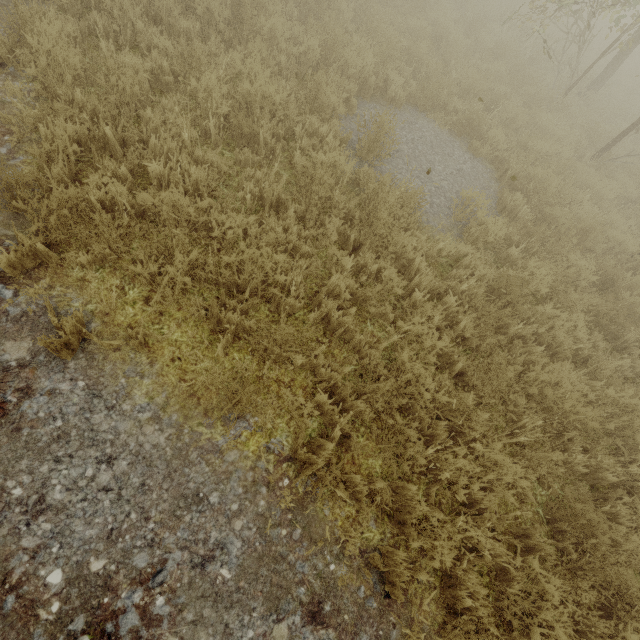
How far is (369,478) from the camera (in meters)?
2.94
